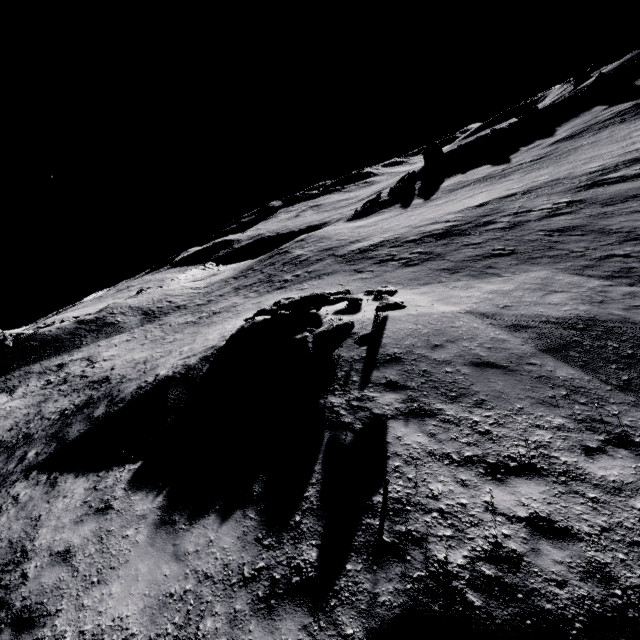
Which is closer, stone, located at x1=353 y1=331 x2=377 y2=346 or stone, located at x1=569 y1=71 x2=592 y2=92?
stone, located at x1=353 y1=331 x2=377 y2=346

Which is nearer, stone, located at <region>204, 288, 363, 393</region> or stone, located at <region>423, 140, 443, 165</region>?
stone, located at <region>204, 288, 363, 393</region>

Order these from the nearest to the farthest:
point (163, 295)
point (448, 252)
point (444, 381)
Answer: point (444, 381) < point (448, 252) < point (163, 295)

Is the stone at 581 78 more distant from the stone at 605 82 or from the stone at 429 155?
the stone at 429 155

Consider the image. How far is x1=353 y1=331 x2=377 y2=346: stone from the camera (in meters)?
8.80

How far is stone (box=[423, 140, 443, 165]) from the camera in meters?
Result: 54.5 m

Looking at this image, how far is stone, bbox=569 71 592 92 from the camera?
56.7m

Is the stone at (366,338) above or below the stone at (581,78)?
below
